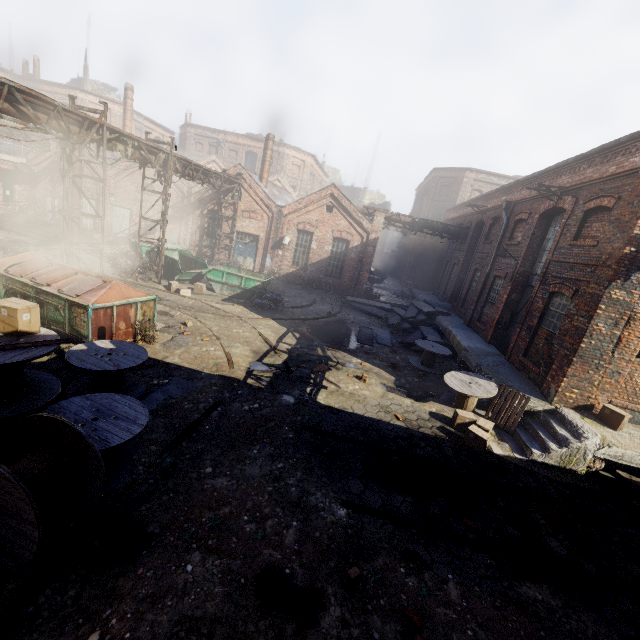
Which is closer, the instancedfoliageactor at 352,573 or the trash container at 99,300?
the instancedfoliageactor at 352,573

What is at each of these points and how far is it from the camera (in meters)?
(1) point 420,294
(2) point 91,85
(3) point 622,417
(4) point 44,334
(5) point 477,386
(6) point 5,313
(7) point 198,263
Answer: (1) building, 26.92
(2) building, 49.94
(3) carton, 8.46
(4) spool, 5.49
(5) spool, 9.84
(6) carton, 5.10
(7) container, 18.97

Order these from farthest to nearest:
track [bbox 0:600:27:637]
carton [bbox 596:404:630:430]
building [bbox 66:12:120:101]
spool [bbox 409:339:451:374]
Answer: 1. building [bbox 66:12:120:101]
2. spool [bbox 409:339:451:374]
3. carton [bbox 596:404:630:430]
4. track [bbox 0:600:27:637]

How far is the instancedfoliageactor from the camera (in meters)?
4.23

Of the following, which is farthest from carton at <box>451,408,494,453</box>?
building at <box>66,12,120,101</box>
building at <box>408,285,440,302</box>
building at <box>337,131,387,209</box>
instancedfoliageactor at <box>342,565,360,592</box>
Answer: building at <box>66,12,120,101</box>

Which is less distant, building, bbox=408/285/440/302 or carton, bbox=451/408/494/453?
carton, bbox=451/408/494/453

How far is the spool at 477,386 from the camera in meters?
9.5

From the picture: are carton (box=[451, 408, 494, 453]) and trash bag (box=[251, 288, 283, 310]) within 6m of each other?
no
